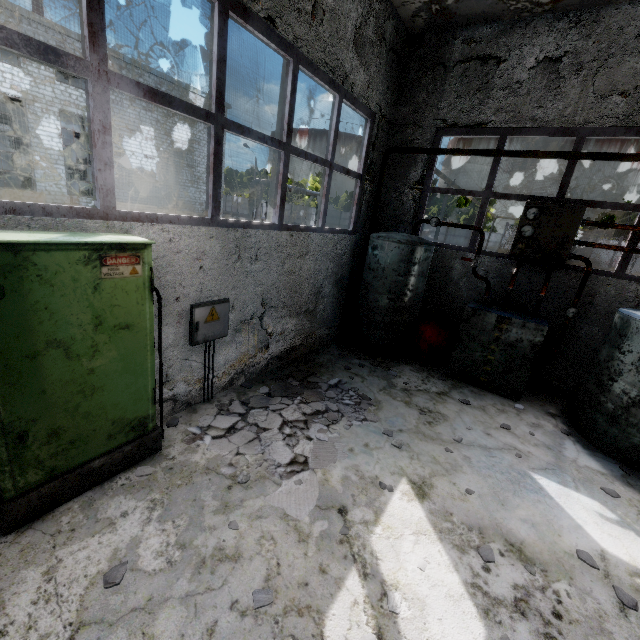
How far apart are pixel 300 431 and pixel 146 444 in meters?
1.9 m

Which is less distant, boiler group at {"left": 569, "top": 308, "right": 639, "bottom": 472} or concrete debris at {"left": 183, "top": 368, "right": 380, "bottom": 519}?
concrete debris at {"left": 183, "top": 368, "right": 380, "bottom": 519}

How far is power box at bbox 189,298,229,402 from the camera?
4.29m

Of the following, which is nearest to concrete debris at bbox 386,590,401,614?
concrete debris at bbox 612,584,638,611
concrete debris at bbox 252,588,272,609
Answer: concrete debris at bbox 252,588,272,609

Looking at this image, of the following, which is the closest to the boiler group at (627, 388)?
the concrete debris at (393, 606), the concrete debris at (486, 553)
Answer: the concrete debris at (486, 553)

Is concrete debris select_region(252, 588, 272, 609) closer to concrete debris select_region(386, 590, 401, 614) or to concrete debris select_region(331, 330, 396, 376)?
concrete debris select_region(386, 590, 401, 614)

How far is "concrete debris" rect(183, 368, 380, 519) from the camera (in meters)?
3.71

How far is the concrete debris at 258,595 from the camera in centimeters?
251cm
